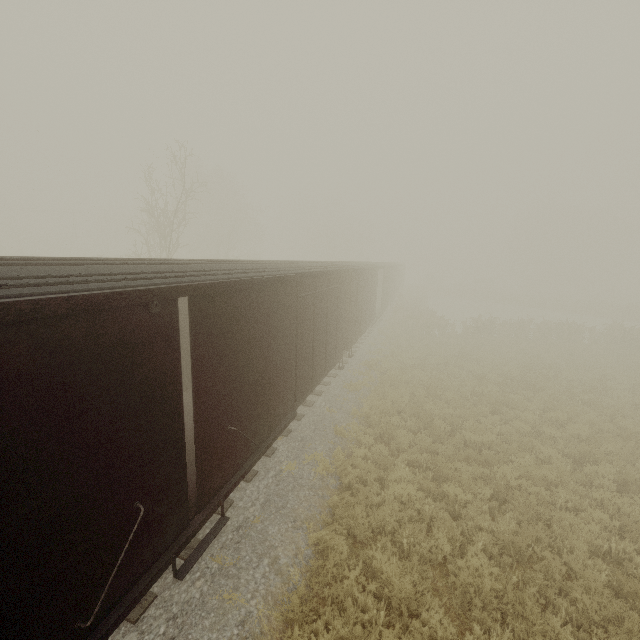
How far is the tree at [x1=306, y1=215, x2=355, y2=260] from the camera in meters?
46.8

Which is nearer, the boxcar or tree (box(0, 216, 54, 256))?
the boxcar

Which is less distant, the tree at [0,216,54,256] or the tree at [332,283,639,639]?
the tree at [332,283,639,639]

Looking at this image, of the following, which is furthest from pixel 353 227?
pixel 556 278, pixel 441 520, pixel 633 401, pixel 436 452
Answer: pixel 441 520

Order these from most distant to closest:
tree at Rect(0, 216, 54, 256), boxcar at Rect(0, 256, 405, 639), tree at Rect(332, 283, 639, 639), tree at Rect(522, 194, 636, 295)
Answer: tree at Rect(522, 194, 636, 295) < tree at Rect(0, 216, 54, 256) < tree at Rect(332, 283, 639, 639) < boxcar at Rect(0, 256, 405, 639)

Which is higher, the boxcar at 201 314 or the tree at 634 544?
the boxcar at 201 314

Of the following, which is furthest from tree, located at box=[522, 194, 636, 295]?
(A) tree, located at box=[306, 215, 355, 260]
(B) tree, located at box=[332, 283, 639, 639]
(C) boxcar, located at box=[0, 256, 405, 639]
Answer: (A) tree, located at box=[306, 215, 355, 260]

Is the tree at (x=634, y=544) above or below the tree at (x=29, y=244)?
below
